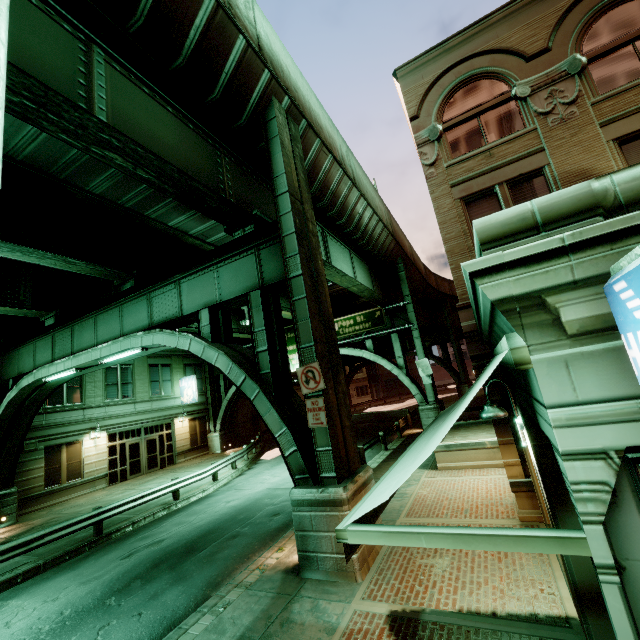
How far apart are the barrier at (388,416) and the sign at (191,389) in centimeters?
1647cm

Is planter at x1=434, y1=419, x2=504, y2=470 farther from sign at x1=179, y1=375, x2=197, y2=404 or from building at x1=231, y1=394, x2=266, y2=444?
building at x1=231, y1=394, x2=266, y2=444

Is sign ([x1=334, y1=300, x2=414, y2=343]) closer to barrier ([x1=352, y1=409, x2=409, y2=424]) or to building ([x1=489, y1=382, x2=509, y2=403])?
building ([x1=489, y1=382, x2=509, y2=403])

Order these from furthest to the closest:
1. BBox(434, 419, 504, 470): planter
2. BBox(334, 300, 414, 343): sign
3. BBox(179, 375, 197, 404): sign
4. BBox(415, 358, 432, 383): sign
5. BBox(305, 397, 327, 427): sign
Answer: BBox(179, 375, 197, 404): sign < BBox(334, 300, 414, 343): sign < BBox(415, 358, 432, 383): sign < BBox(434, 419, 504, 470): planter < BBox(305, 397, 327, 427): sign

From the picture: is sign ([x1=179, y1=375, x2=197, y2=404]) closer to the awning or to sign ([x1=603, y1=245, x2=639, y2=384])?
the awning

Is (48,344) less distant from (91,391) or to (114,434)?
(91,391)

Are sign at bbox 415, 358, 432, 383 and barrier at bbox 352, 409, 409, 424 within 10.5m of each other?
yes

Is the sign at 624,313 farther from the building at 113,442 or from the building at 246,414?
the building at 246,414
